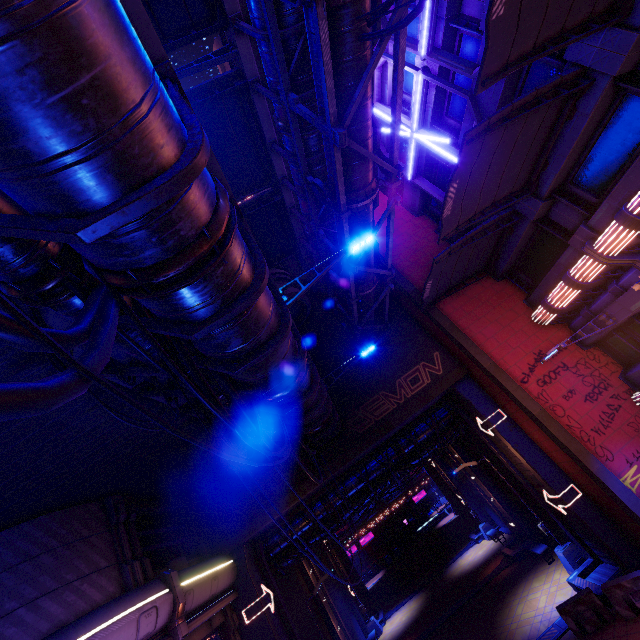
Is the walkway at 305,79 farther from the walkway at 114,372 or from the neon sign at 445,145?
the walkway at 114,372

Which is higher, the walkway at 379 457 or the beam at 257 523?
the beam at 257 523

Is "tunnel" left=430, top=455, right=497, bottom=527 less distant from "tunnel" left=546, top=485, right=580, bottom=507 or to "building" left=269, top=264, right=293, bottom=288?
"tunnel" left=546, top=485, right=580, bottom=507

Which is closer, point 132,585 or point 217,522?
point 132,585

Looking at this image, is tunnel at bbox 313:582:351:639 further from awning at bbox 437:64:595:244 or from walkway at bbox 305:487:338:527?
awning at bbox 437:64:595:244

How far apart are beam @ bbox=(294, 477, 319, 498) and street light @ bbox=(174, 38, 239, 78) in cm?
1484

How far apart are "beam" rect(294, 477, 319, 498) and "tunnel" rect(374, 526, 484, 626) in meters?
19.3

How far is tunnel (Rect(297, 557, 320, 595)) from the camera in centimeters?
2020cm
